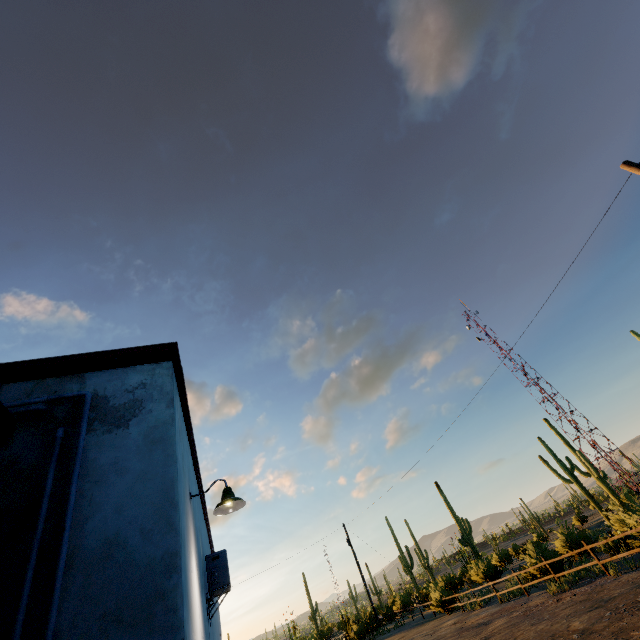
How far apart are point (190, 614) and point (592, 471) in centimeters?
4041cm

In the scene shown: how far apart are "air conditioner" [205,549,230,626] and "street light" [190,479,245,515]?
1.98m

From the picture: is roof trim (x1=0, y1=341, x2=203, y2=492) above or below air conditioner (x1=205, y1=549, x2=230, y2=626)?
above

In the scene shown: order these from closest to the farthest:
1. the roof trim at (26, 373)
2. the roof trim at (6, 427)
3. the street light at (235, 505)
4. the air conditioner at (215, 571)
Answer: the roof trim at (6, 427) < the roof trim at (26, 373) < the street light at (235, 505) < the air conditioner at (215, 571)

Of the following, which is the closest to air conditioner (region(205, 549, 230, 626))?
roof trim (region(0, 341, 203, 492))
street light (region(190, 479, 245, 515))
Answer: roof trim (region(0, 341, 203, 492))

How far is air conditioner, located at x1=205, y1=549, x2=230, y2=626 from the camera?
5.5m

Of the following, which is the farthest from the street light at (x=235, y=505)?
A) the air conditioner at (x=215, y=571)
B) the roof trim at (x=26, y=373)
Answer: the air conditioner at (x=215, y=571)

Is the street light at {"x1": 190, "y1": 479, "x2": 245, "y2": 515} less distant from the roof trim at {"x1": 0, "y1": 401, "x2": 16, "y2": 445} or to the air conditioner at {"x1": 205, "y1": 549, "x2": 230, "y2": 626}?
the roof trim at {"x1": 0, "y1": 401, "x2": 16, "y2": 445}
